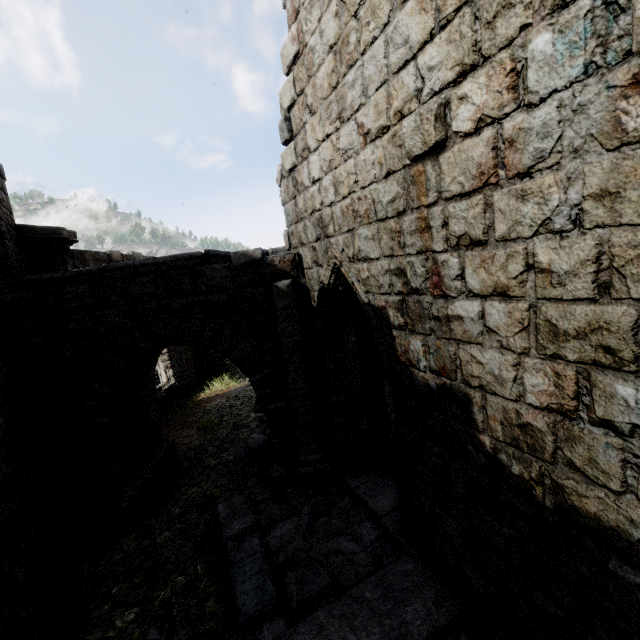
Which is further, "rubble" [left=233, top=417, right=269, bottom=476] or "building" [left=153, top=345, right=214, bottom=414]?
"building" [left=153, top=345, right=214, bottom=414]

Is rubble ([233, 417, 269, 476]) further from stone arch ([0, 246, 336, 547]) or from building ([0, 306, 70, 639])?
building ([0, 306, 70, 639])

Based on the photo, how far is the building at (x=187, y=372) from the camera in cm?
1367

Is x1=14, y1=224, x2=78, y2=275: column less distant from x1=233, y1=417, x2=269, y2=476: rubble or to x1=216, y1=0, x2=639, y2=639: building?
x1=216, y1=0, x2=639, y2=639: building

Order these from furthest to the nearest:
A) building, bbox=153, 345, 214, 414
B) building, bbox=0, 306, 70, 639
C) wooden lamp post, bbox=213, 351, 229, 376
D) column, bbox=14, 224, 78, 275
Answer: wooden lamp post, bbox=213, 351, 229, 376, building, bbox=153, 345, 214, 414, column, bbox=14, 224, 78, 275, building, bbox=0, 306, 70, 639

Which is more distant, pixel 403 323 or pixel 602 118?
pixel 403 323

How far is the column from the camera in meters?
6.4 m

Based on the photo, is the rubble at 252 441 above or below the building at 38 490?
below
